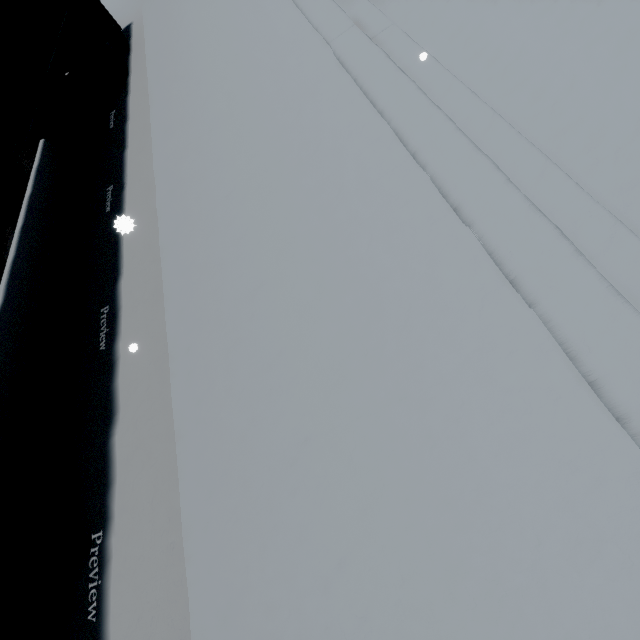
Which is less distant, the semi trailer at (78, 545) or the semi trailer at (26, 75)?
the semi trailer at (78, 545)

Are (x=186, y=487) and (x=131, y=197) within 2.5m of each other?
no

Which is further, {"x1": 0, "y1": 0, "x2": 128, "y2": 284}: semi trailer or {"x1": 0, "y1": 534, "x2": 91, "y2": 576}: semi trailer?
{"x1": 0, "y1": 0, "x2": 128, "y2": 284}: semi trailer
